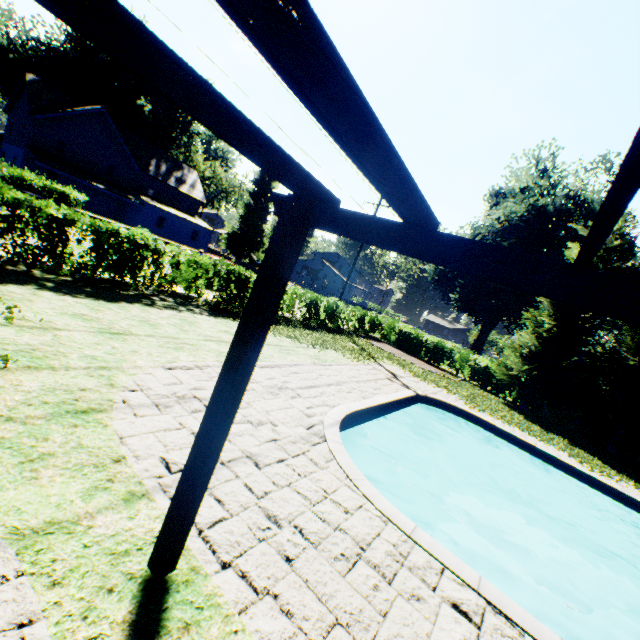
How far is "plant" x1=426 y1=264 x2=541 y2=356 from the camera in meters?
33.0 m

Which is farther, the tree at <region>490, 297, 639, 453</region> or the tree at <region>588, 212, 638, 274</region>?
the tree at <region>588, 212, 638, 274</region>

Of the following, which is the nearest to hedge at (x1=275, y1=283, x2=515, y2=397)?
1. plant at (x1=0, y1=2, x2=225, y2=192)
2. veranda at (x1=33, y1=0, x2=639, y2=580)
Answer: plant at (x1=0, y1=2, x2=225, y2=192)

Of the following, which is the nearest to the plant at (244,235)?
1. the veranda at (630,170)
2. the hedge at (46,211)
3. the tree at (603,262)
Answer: the tree at (603,262)

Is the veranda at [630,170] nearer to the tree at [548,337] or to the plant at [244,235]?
the plant at [244,235]

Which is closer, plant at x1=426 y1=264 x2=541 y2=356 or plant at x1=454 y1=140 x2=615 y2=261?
plant at x1=454 y1=140 x2=615 y2=261

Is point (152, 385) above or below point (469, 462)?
above

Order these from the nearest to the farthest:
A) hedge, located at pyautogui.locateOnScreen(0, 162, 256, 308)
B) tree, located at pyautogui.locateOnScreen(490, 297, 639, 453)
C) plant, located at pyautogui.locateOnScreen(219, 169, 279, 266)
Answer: hedge, located at pyautogui.locateOnScreen(0, 162, 256, 308), tree, located at pyautogui.locateOnScreen(490, 297, 639, 453), plant, located at pyautogui.locateOnScreen(219, 169, 279, 266)
